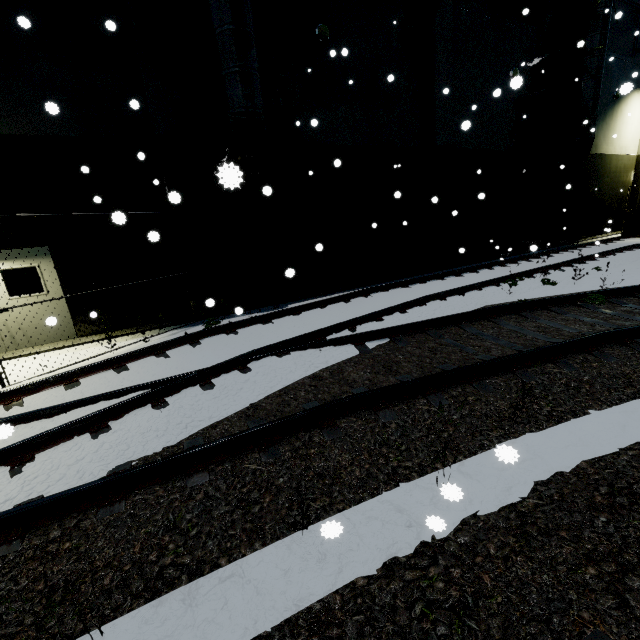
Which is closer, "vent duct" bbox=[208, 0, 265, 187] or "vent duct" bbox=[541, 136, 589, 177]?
"vent duct" bbox=[208, 0, 265, 187]

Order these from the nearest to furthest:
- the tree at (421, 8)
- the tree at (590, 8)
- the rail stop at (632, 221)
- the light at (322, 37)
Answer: the light at (322, 37), the tree at (421, 8), the tree at (590, 8), the rail stop at (632, 221)

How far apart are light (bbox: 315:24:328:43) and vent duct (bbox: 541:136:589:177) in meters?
12.6

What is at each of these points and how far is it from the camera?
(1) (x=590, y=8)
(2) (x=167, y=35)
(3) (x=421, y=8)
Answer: (1) tree, 14.1m
(2) tree, 7.8m
(3) tree, 11.6m

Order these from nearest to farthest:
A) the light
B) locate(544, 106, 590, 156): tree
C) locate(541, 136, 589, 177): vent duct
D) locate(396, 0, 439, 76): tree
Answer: the light → locate(396, 0, 439, 76): tree → locate(544, 106, 590, 156): tree → locate(541, 136, 589, 177): vent duct

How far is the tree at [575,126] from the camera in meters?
15.0

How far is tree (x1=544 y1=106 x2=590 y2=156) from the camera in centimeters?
1502cm

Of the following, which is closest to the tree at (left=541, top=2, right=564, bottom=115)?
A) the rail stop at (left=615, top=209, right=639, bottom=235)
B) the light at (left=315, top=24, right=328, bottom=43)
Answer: the rail stop at (left=615, top=209, right=639, bottom=235)
